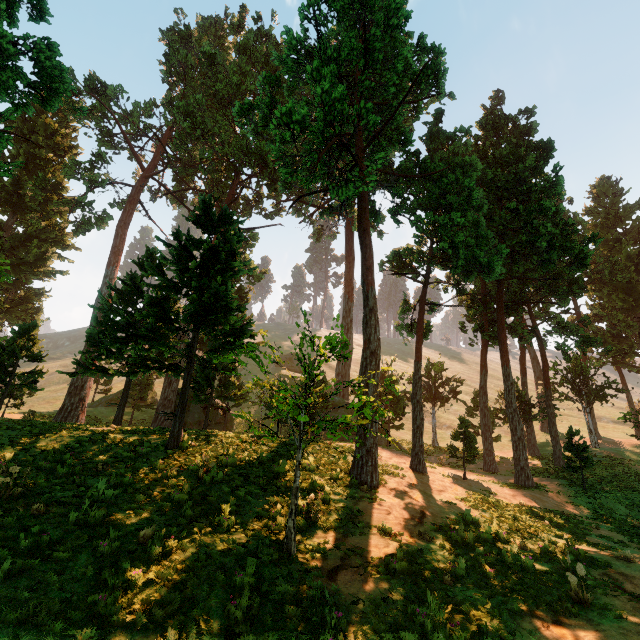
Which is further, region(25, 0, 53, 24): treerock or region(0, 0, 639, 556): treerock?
region(25, 0, 53, 24): treerock

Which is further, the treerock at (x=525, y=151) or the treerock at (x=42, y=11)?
the treerock at (x=42, y=11)

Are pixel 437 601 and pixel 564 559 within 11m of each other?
yes
